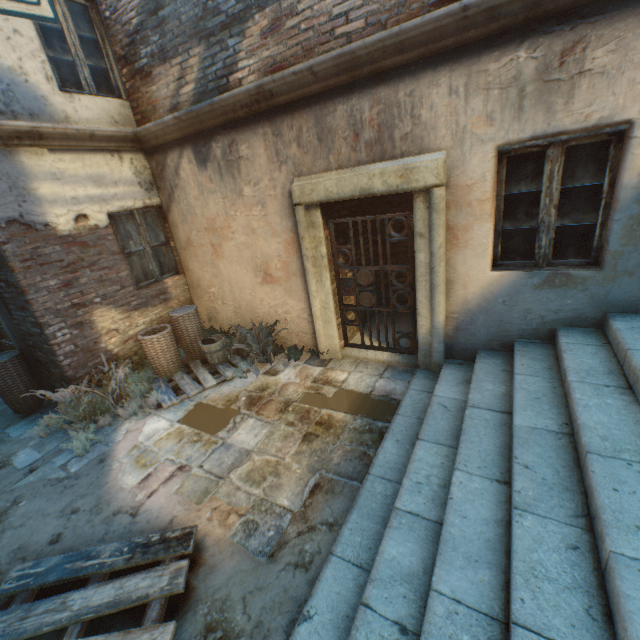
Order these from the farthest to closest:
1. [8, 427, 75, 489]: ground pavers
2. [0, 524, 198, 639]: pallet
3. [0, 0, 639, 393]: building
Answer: [8, 427, 75, 489]: ground pavers < [0, 0, 639, 393]: building < [0, 524, 198, 639]: pallet

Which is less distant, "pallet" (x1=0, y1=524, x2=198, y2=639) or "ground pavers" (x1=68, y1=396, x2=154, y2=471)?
"pallet" (x1=0, y1=524, x2=198, y2=639)

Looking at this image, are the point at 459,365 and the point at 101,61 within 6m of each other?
no

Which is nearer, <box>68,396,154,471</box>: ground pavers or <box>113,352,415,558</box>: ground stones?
<box>113,352,415,558</box>: ground stones

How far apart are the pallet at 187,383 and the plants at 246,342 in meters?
0.0

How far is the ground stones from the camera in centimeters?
314cm

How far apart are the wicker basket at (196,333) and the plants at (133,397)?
0.02m

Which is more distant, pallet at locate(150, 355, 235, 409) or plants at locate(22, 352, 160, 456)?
pallet at locate(150, 355, 235, 409)
